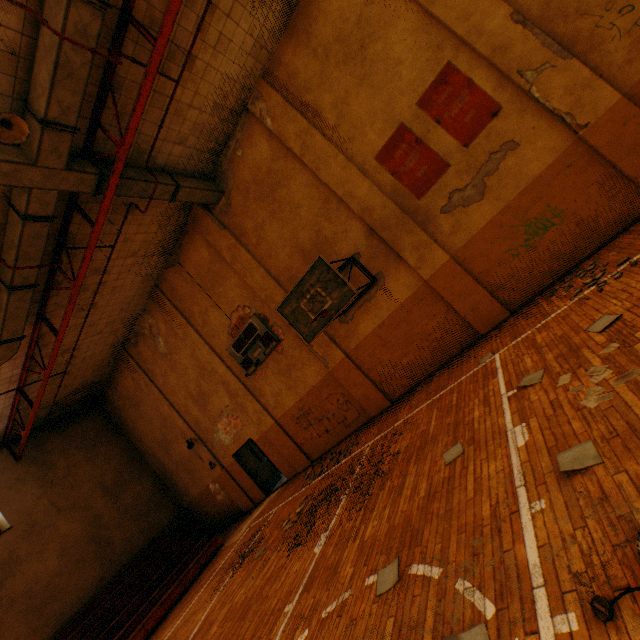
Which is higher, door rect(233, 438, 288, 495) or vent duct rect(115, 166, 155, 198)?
vent duct rect(115, 166, 155, 198)

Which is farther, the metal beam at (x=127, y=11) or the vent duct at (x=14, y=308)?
the vent duct at (x=14, y=308)

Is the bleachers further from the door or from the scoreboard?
the scoreboard

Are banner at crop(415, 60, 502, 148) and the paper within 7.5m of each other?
yes

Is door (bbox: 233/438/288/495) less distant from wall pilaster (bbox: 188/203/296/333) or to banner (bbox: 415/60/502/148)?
wall pilaster (bbox: 188/203/296/333)

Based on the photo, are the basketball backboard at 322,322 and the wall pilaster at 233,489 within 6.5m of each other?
no

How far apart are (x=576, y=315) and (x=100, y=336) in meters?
14.6

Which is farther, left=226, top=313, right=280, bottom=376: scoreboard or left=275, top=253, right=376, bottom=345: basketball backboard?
left=226, top=313, right=280, bottom=376: scoreboard
